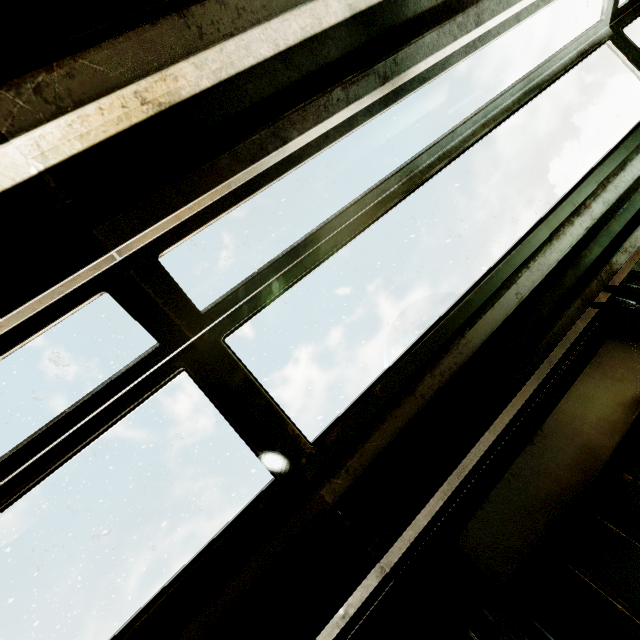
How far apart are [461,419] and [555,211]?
1.4m
